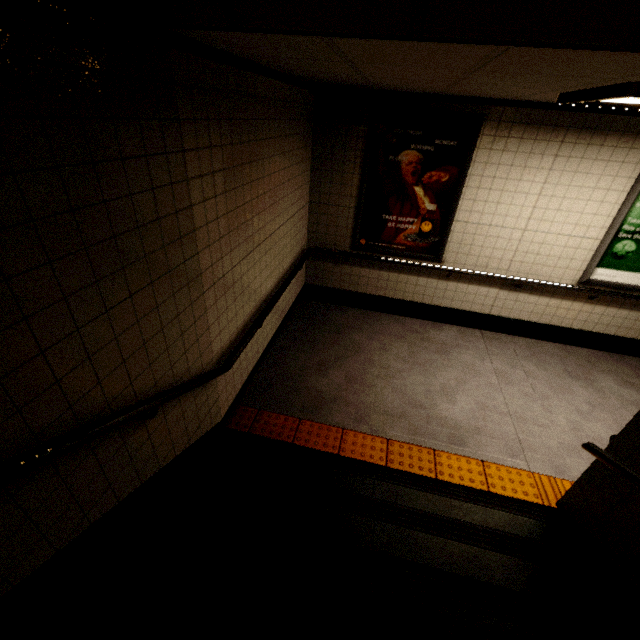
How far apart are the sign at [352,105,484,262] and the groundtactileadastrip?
2.57m

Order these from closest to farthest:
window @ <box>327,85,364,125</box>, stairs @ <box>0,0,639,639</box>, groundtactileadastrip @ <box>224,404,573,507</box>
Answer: stairs @ <box>0,0,639,639</box> < groundtactileadastrip @ <box>224,404,573,507</box> < window @ <box>327,85,364,125</box>

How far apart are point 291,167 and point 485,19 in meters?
2.6

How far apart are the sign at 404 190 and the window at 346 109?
0.4 meters

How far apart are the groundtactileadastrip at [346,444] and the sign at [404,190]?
2.6m

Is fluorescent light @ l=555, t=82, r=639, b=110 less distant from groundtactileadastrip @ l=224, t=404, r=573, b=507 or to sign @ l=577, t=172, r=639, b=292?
sign @ l=577, t=172, r=639, b=292

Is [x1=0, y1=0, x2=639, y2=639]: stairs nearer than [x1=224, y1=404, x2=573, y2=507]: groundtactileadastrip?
Yes

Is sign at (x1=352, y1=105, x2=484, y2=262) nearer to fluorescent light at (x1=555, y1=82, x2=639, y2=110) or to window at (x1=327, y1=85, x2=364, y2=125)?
window at (x1=327, y1=85, x2=364, y2=125)
